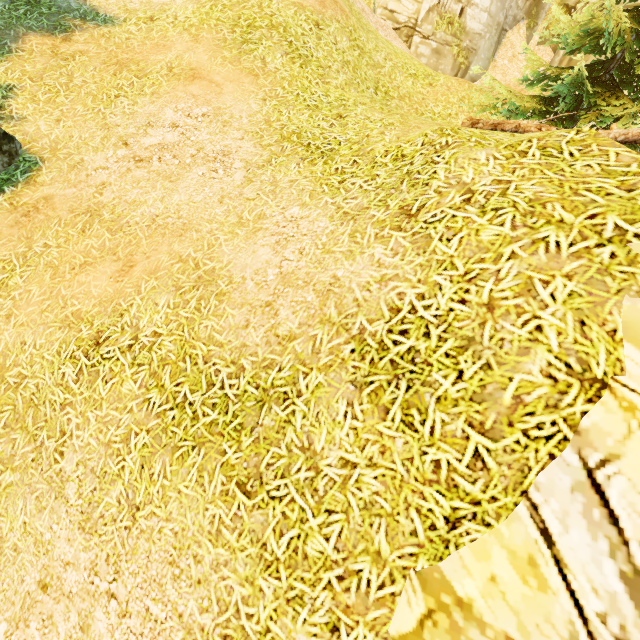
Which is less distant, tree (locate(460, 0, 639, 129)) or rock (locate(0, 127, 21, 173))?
rock (locate(0, 127, 21, 173))

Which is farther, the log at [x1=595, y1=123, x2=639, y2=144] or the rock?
the log at [x1=595, y1=123, x2=639, y2=144]

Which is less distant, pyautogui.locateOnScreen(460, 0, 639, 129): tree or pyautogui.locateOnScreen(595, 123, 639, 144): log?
pyautogui.locateOnScreen(595, 123, 639, 144): log

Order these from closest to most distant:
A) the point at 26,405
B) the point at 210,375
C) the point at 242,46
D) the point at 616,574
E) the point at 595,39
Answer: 1. the point at 616,574
2. the point at 210,375
3. the point at 26,405
4. the point at 242,46
5. the point at 595,39

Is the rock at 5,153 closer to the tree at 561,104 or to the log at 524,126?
the tree at 561,104

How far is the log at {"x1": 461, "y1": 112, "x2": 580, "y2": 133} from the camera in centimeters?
688cm

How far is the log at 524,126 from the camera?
6.9m
